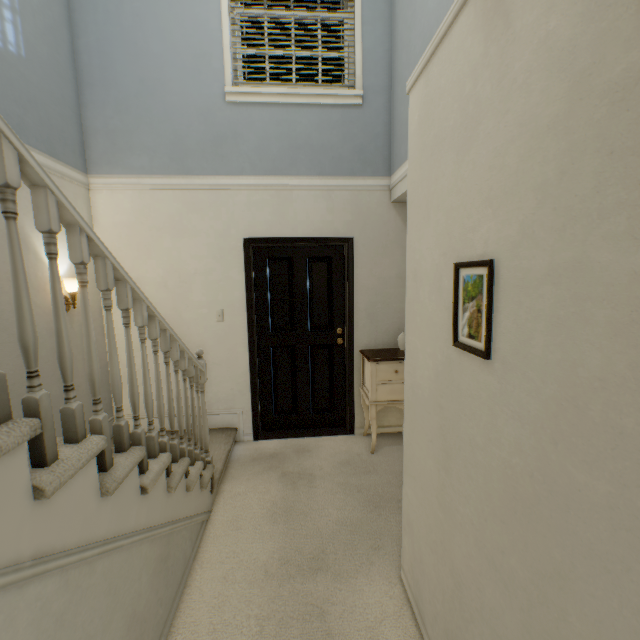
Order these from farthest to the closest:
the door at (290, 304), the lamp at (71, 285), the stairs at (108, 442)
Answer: the door at (290, 304) < the lamp at (71, 285) < the stairs at (108, 442)

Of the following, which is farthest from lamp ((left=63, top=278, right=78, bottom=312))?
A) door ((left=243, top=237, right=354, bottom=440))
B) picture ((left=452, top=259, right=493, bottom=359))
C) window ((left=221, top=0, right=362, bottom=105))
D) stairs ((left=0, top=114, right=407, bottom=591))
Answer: picture ((left=452, top=259, right=493, bottom=359))

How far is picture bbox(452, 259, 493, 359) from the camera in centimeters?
94cm

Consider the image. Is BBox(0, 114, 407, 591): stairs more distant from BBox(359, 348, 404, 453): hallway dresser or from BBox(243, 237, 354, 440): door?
BBox(359, 348, 404, 453): hallway dresser

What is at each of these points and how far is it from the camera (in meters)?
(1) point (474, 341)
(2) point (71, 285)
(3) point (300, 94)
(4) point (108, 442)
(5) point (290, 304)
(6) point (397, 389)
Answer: (1) picture, 1.04
(2) lamp, 2.61
(3) window, 3.06
(4) stairs, 1.18
(5) door, 3.50
(6) hallway dresser, 3.10

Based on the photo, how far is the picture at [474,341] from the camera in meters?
0.9

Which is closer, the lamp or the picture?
the picture

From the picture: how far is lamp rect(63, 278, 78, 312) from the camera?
2.6 meters
